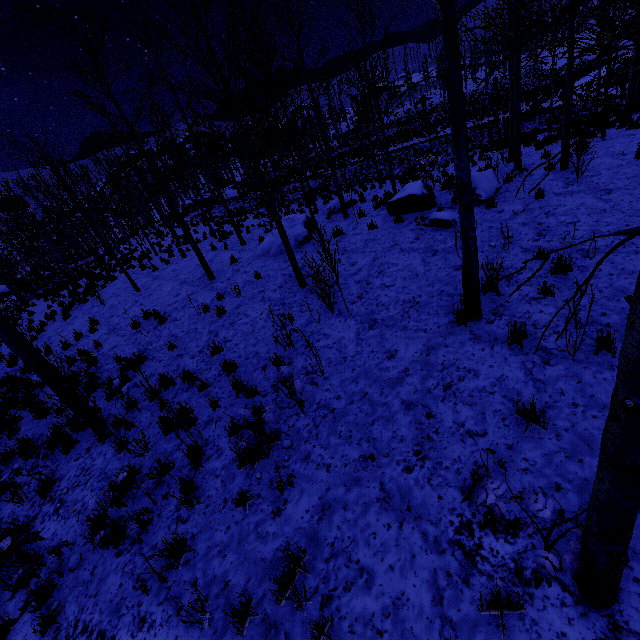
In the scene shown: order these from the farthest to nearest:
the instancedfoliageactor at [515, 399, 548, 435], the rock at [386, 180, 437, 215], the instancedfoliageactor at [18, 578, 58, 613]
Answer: the rock at [386, 180, 437, 215] → the instancedfoliageactor at [18, 578, 58, 613] → the instancedfoliageactor at [515, 399, 548, 435]

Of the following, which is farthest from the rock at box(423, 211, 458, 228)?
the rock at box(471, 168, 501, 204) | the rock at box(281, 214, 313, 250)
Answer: the rock at box(281, 214, 313, 250)

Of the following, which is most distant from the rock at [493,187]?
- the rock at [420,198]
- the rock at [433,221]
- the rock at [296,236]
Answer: the rock at [296,236]

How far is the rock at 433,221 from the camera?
9.1m

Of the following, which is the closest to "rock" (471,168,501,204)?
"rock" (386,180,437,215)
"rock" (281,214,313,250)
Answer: "rock" (386,180,437,215)

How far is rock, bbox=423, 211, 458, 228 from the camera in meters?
9.1

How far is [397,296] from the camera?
7.16m

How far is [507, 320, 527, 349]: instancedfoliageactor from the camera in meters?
4.8 m
